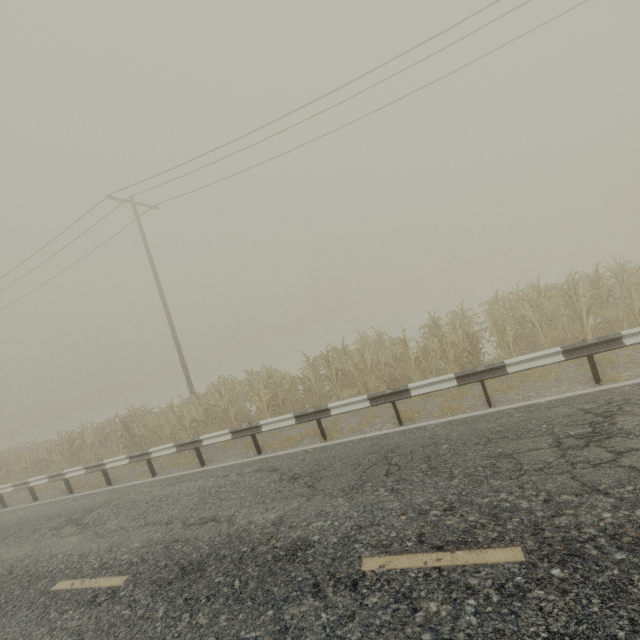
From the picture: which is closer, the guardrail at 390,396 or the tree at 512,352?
the guardrail at 390,396

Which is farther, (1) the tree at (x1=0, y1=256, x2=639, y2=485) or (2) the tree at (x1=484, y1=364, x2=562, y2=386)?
(1) the tree at (x1=0, y1=256, x2=639, y2=485)

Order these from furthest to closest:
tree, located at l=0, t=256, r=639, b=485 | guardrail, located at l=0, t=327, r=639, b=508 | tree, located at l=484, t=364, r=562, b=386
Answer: tree, located at l=0, t=256, r=639, b=485
tree, located at l=484, t=364, r=562, b=386
guardrail, located at l=0, t=327, r=639, b=508

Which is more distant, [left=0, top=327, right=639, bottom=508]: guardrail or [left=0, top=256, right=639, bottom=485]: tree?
[left=0, top=256, right=639, bottom=485]: tree

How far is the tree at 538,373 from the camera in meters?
7.5

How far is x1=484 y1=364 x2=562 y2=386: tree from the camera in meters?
7.5 m

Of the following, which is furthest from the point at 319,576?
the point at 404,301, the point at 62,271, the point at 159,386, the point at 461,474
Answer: the point at 159,386
